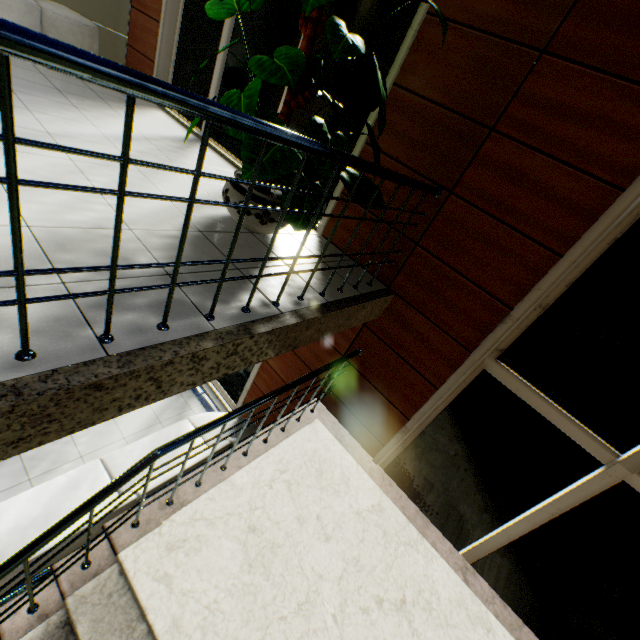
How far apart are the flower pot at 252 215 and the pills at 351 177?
0.57m

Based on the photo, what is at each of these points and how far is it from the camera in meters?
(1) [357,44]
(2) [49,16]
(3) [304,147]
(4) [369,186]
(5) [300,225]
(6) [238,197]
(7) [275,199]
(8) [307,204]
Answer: (1) pills, 1.9 m
(2) sofa, 3.9 m
(3) stairs, 1.4 m
(4) pills, 2.6 m
(5) pills, 2.3 m
(6) flower pot, 2.6 m
(7) flower pot, 2.6 m
(8) pills, 2.3 m

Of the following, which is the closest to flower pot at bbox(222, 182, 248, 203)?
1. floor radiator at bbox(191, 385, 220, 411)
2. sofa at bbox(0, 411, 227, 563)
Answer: sofa at bbox(0, 411, 227, 563)

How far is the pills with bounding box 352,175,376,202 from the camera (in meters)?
2.47

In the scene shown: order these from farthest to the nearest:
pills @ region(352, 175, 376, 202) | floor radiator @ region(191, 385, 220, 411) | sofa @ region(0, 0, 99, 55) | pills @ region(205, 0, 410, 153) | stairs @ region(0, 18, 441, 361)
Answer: floor radiator @ region(191, 385, 220, 411) < sofa @ region(0, 0, 99, 55) < pills @ region(352, 175, 376, 202) < pills @ region(205, 0, 410, 153) < stairs @ region(0, 18, 441, 361)

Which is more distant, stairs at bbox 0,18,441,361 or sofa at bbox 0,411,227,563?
sofa at bbox 0,411,227,563

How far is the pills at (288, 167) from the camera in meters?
2.0 m

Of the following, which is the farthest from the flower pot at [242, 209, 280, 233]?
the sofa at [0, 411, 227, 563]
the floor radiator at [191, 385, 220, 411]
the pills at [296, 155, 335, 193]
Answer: the floor radiator at [191, 385, 220, 411]
